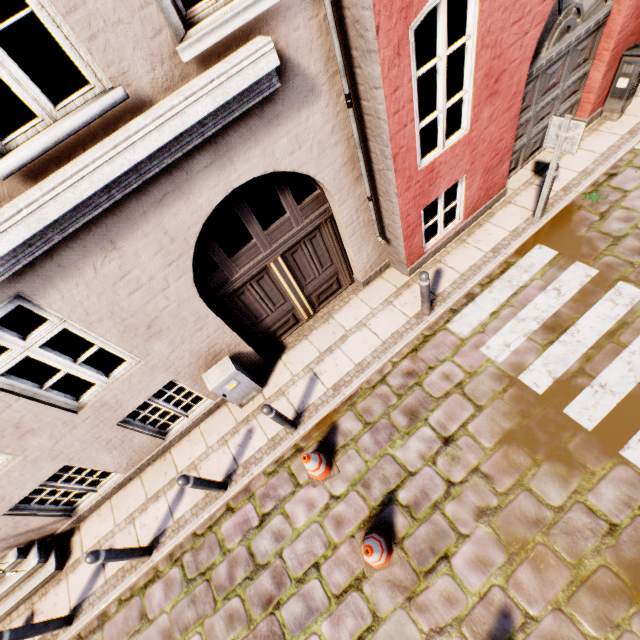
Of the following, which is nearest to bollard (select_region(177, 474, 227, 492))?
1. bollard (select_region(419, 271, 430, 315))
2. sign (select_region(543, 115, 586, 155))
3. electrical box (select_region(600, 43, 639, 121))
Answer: bollard (select_region(419, 271, 430, 315))

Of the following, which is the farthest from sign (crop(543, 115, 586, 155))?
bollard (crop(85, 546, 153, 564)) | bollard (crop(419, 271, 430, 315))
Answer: bollard (crop(85, 546, 153, 564))

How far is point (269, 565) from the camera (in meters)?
4.66

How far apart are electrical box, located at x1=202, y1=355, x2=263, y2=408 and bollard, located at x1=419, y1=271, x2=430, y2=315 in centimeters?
327cm

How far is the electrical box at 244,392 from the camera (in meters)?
5.20

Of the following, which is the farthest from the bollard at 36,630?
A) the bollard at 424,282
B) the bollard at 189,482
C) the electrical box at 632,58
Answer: the electrical box at 632,58

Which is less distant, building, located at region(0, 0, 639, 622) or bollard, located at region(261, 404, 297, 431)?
building, located at region(0, 0, 639, 622)

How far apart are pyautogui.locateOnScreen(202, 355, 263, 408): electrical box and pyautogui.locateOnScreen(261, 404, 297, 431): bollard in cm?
86
